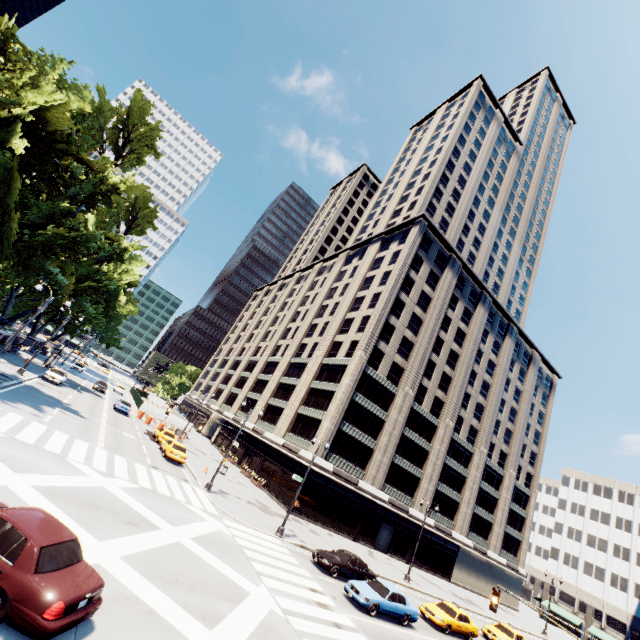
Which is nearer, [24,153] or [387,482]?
[24,153]

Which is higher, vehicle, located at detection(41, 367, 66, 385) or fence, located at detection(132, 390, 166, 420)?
fence, located at detection(132, 390, 166, 420)

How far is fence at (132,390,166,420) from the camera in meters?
45.7

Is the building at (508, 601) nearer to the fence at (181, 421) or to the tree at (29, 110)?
the fence at (181, 421)

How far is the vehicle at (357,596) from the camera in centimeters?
1803cm

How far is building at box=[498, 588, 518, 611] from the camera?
51.0m

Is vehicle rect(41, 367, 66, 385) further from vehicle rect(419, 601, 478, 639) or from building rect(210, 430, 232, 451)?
vehicle rect(419, 601, 478, 639)
